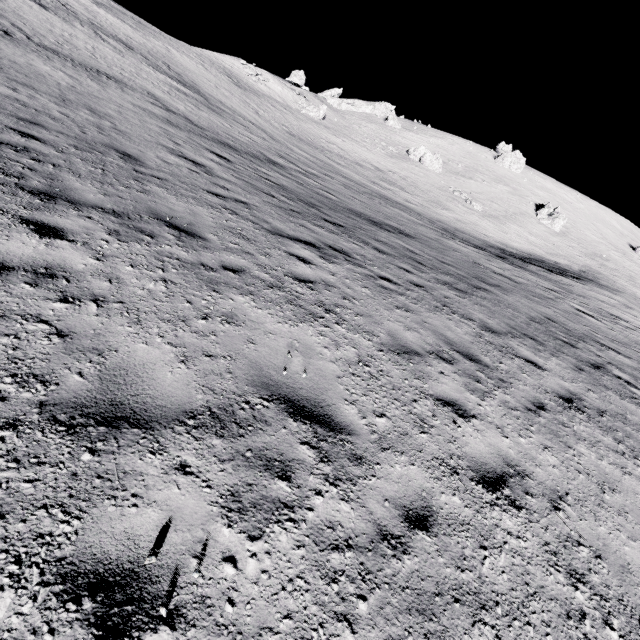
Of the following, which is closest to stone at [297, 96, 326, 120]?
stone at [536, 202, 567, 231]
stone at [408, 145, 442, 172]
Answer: stone at [408, 145, 442, 172]

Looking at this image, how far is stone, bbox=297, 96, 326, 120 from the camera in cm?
5391

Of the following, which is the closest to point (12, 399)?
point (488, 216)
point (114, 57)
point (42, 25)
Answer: point (42, 25)

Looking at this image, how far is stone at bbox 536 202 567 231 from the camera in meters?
56.5 m

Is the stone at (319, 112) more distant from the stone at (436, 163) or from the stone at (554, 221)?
the stone at (554, 221)

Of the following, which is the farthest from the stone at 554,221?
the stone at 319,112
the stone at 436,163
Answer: the stone at 319,112

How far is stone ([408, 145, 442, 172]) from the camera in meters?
56.4 m

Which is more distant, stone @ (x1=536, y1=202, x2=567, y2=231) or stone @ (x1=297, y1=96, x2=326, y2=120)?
stone @ (x1=536, y1=202, x2=567, y2=231)
